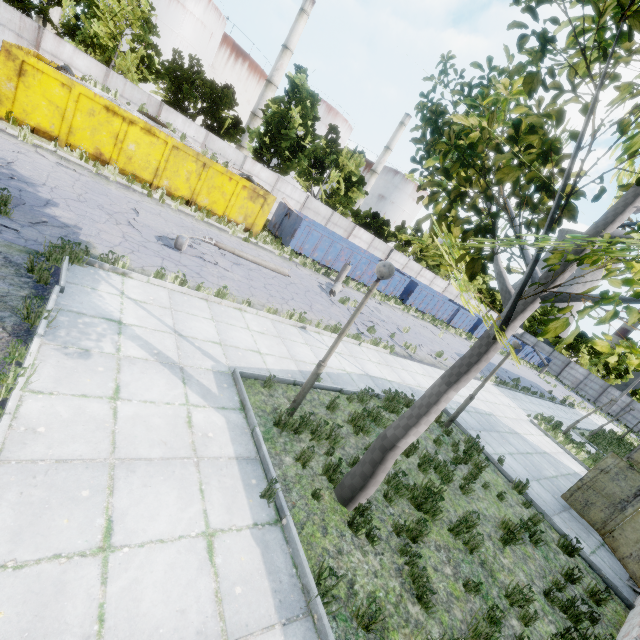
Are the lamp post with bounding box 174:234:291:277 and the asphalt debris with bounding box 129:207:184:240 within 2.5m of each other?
yes

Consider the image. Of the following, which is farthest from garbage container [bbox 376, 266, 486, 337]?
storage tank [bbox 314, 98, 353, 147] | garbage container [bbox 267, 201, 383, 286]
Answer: storage tank [bbox 314, 98, 353, 147]

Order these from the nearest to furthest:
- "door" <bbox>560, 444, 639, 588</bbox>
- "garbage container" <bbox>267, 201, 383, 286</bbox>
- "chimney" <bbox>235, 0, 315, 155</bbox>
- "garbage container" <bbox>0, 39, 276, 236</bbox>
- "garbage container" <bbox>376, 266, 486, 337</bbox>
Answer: "door" <bbox>560, 444, 639, 588</bbox>, "garbage container" <bbox>0, 39, 276, 236</bbox>, "garbage container" <bbox>267, 201, 383, 286</bbox>, "garbage container" <bbox>376, 266, 486, 337</bbox>, "chimney" <bbox>235, 0, 315, 155</bbox>

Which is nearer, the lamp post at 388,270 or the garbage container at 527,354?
the lamp post at 388,270

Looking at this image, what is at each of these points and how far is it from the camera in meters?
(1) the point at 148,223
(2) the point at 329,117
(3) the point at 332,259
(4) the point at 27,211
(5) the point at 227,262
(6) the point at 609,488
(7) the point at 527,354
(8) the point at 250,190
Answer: (1) asphalt debris, 11.2
(2) storage tank, 52.3
(3) garbage container, 22.9
(4) asphalt debris, 7.5
(5) asphalt debris, 12.2
(6) door, 9.0
(7) garbage container, 46.2
(8) garbage container, 17.7

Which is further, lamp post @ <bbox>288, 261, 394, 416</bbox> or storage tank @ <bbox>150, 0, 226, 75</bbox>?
storage tank @ <bbox>150, 0, 226, 75</bbox>

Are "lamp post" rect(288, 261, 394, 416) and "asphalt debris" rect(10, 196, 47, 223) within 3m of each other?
no

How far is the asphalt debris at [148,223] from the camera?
10.4m
